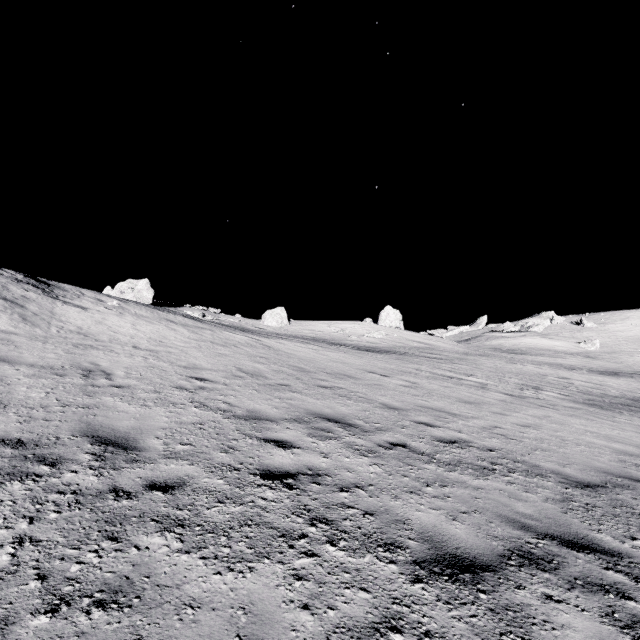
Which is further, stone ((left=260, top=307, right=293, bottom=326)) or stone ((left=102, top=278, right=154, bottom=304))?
stone ((left=260, top=307, right=293, bottom=326))

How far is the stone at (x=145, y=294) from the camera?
27.12m

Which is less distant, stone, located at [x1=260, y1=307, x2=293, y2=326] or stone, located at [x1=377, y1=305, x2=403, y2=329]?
stone, located at [x1=260, y1=307, x2=293, y2=326]

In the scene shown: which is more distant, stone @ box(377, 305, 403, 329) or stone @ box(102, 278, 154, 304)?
stone @ box(377, 305, 403, 329)

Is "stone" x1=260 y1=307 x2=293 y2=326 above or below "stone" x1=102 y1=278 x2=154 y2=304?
below

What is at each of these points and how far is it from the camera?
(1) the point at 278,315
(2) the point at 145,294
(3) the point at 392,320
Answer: (1) stone, 37.8m
(2) stone, 28.4m
(3) stone, 43.1m

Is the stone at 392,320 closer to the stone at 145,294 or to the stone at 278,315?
the stone at 278,315

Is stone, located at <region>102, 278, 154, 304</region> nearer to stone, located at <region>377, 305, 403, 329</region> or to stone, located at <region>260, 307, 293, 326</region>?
stone, located at <region>260, 307, 293, 326</region>
